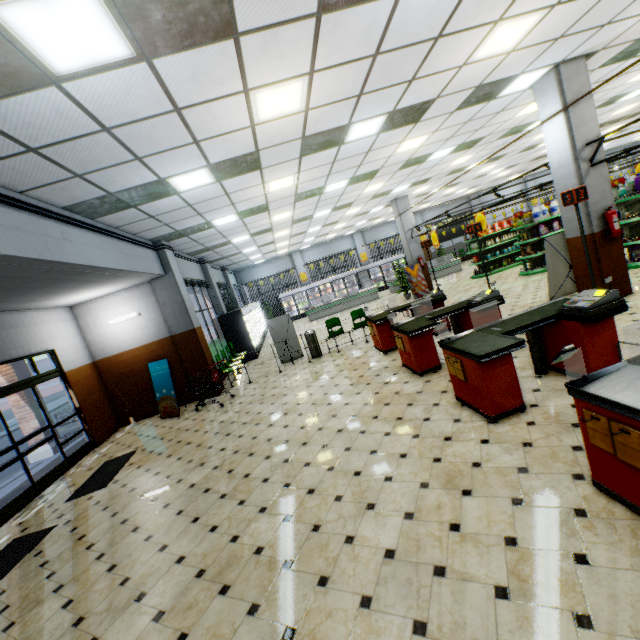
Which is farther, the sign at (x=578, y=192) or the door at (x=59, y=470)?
A: the door at (x=59, y=470)

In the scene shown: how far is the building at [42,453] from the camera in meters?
9.4

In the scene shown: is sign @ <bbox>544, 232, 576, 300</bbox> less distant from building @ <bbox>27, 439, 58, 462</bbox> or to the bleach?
building @ <bbox>27, 439, 58, 462</bbox>

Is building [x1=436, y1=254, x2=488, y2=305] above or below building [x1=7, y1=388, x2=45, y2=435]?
below

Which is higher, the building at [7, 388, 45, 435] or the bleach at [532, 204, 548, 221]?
the bleach at [532, 204, 548, 221]

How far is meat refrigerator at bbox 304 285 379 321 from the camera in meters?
20.5

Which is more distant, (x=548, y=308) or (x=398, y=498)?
(x=548, y=308)

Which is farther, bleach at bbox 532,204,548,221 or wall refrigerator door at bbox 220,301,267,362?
wall refrigerator door at bbox 220,301,267,362
